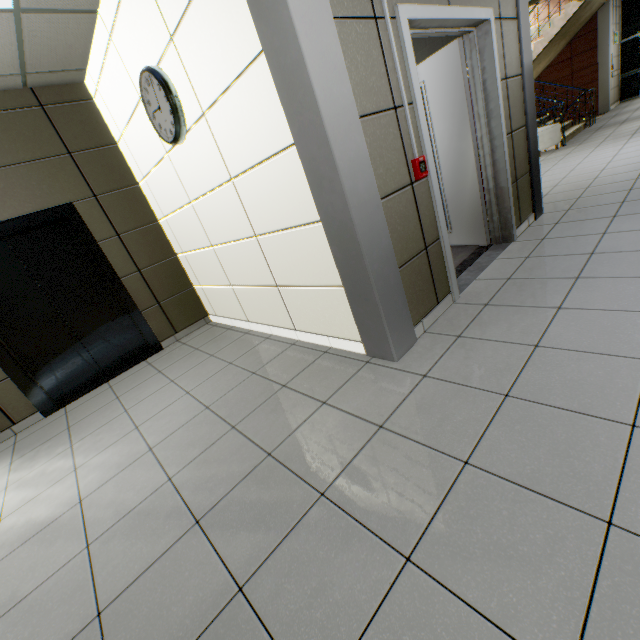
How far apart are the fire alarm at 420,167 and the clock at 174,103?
1.9m

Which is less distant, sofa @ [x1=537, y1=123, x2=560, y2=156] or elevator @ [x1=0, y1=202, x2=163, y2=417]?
elevator @ [x1=0, y1=202, x2=163, y2=417]

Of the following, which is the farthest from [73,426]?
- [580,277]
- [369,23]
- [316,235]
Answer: [580,277]

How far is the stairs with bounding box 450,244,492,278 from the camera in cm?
351

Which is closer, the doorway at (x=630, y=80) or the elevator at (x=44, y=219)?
the elevator at (x=44, y=219)

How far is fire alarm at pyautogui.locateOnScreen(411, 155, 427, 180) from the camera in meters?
2.3

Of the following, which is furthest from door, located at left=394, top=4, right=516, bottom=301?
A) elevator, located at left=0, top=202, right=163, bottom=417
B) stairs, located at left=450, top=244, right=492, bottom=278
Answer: elevator, located at left=0, top=202, right=163, bottom=417

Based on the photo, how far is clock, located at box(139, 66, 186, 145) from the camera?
2.6m
